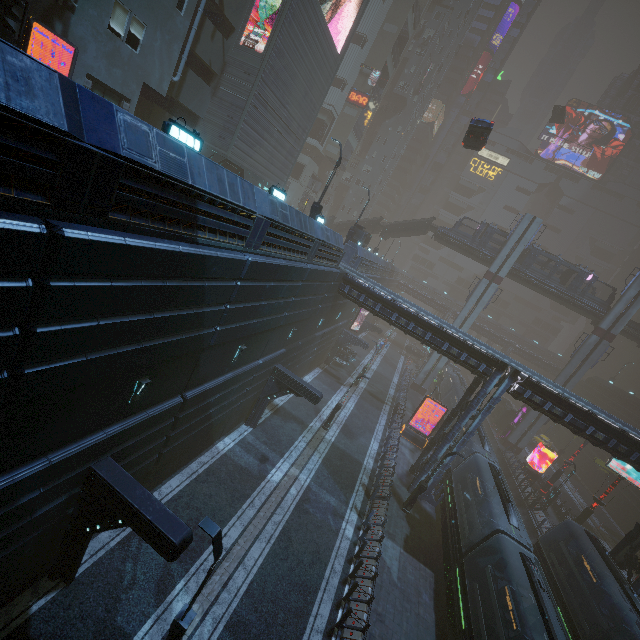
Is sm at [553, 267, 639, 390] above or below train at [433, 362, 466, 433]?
above

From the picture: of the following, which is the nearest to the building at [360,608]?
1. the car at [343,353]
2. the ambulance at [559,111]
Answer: the car at [343,353]

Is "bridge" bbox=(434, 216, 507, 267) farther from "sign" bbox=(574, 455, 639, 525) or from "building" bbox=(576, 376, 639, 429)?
"sign" bbox=(574, 455, 639, 525)

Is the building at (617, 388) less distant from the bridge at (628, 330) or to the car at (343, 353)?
the car at (343, 353)

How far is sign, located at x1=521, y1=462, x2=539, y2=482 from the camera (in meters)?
36.91

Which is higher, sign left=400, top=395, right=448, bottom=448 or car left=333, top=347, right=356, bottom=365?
car left=333, top=347, right=356, bottom=365

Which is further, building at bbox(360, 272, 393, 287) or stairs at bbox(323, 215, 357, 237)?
stairs at bbox(323, 215, 357, 237)

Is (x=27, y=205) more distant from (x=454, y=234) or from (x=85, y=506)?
(x=454, y=234)
